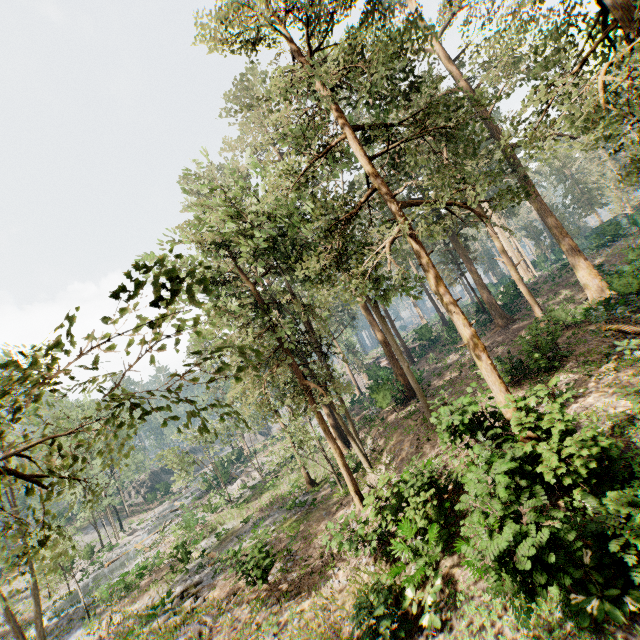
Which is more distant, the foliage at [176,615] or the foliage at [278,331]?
the foliage at [176,615]

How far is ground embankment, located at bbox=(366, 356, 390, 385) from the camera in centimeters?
3332cm

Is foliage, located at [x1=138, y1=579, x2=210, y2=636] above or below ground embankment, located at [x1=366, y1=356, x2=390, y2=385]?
below

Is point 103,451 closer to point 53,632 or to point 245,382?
point 245,382

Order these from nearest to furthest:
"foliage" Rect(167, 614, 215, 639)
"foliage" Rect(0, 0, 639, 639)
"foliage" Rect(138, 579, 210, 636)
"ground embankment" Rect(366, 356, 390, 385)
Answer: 1. "foliage" Rect(0, 0, 639, 639)
2. "foliage" Rect(167, 614, 215, 639)
3. "foliage" Rect(138, 579, 210, 636)
4. "ground embankment" Rect(366, 356, 390, 385)

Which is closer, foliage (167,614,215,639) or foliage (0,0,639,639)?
foliage (0,0,639,639)

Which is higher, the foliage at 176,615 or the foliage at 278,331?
the foliage at 278,331
